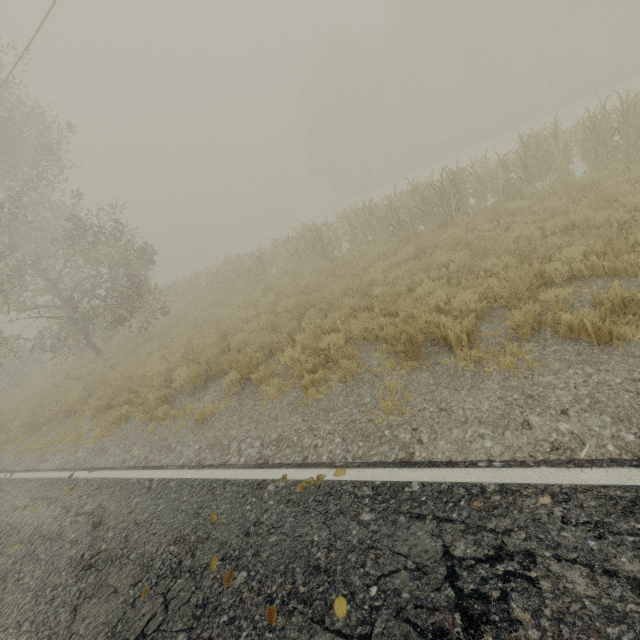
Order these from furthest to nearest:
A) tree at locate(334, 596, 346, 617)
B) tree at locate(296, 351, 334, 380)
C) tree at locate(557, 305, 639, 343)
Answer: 1. tree at locate(296, 351, 334, 380)
2. tree at locate(557, 305, 639, 343)
3. tree at locate(334, 596, 346, 617)

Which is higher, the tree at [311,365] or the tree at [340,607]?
the tree at [340,607]

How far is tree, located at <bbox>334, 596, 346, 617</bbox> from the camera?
2.53m

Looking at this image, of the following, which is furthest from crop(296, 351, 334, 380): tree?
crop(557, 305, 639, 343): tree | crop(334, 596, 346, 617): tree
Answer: crop(557, 305, 639, 343): tree

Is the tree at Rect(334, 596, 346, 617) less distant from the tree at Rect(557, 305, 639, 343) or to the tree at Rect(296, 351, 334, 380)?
the tree at Rect(557, 305, 639, 343)

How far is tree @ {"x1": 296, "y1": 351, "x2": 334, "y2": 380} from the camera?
6.3m

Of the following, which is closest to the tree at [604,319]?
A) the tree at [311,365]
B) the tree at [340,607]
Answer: the tree at [340,607]

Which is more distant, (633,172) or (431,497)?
(633,172)
